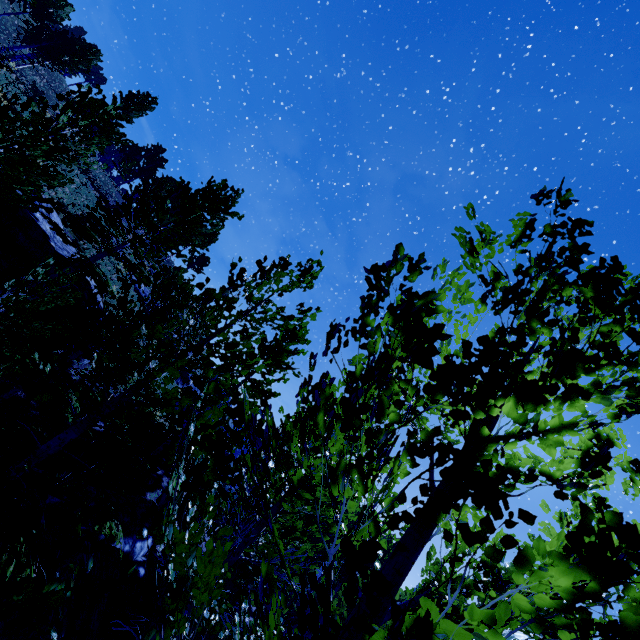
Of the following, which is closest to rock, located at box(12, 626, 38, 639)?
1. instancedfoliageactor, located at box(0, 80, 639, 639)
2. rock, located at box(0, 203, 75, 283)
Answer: instancedfoliageactor, located at box(0, 80, 639, 639)

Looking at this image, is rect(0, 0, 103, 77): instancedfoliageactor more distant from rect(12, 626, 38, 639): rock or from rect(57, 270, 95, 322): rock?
rect(12, 626, 38, 639): rock

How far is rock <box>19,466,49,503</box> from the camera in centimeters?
818cm

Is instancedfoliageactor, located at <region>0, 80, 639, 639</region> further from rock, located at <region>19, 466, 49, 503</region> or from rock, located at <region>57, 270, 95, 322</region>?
rock, located at <region>57, 270, 95, 322</region>

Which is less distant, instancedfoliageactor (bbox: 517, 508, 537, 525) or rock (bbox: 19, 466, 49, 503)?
instancedfoliageactor (bbox: 517, 508, 537, 525)

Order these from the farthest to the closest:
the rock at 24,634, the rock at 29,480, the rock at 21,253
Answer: the rock at 21,253 < the rock at 29,480 < the rock at 24,634

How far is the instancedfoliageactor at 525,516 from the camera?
0.9 meters

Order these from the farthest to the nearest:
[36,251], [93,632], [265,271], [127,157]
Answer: [127,157] < [36,251] < [93,632] < [265,271]
